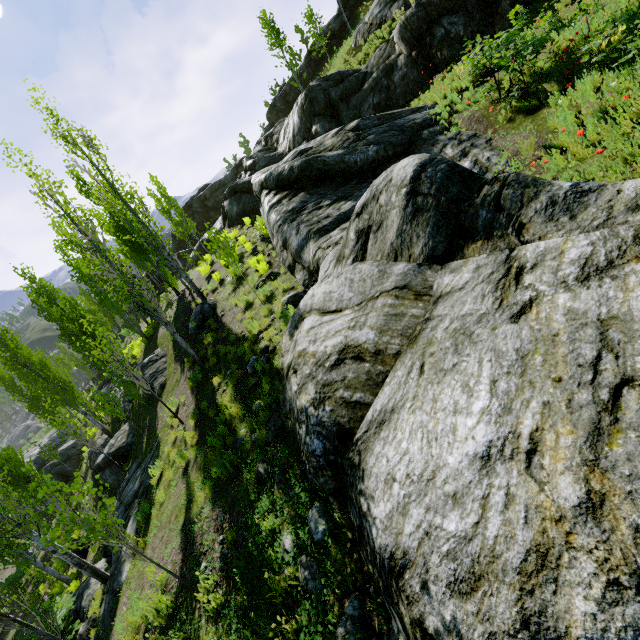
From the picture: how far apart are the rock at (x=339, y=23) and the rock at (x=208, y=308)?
42.6 meters

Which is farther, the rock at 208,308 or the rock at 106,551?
the rock at 208,308

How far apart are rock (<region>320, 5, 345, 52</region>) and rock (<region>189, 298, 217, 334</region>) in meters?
42.6 m

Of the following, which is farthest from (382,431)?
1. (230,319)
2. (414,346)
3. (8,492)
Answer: (8,492)

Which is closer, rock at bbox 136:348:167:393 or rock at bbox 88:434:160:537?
rock at bbox 88:434:160:537

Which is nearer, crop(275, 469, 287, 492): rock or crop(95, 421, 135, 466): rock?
crop(275, 469, 287, 492): rock

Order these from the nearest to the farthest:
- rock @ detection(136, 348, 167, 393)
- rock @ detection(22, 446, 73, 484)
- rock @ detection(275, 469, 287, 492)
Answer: rock @ detection(275, 469, 287, 492) → rock @ detection(136, 348, 167, 393) → rock @ detection(22, 446, 73, 484)

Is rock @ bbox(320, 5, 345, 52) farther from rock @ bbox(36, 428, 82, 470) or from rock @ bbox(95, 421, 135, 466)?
rock @ bbox(95, 421, 135, 466)
